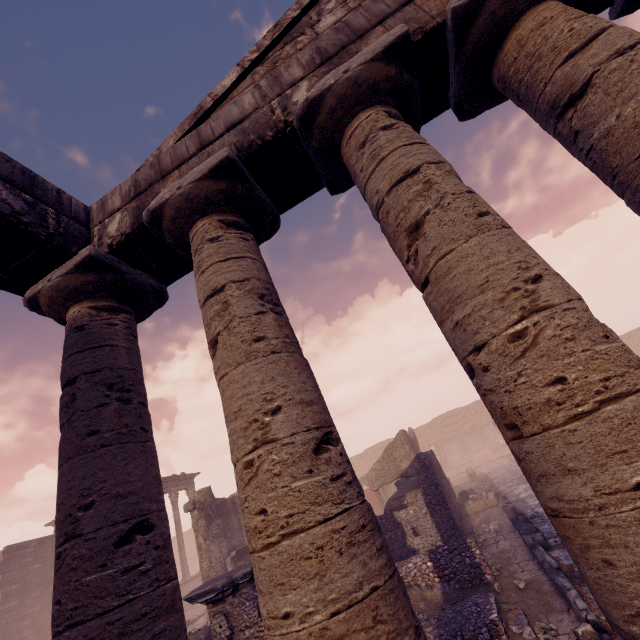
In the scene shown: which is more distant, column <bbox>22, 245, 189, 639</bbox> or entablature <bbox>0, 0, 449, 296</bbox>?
entablature <bbox>0, 0, 449, 296</bbox>

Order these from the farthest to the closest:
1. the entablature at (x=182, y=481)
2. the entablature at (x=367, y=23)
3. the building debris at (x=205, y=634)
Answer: the entablature at (x=182, y=481) → the building debris at (x=205, y=634) → the entablature at (x=367, y=23)

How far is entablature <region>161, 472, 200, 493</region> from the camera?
23.1 meters

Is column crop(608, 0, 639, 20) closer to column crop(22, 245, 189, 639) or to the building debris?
column crop(22, 245, 189, 639)

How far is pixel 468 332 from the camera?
2.4 meters

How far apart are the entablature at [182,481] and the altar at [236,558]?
9.8m

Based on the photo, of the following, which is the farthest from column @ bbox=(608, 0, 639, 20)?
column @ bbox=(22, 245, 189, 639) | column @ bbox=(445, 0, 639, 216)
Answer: column @ bbox=(22, 245, 189, 639)

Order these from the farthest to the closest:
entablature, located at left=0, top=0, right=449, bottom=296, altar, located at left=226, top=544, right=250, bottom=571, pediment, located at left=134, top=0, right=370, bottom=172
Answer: altar, located at left=226, top=544, right=250, bottom=571, pediment, located at left=134, top=0, right=370, bottom=172, entablature, located at left=0, top=0, right=449, bottom=296
